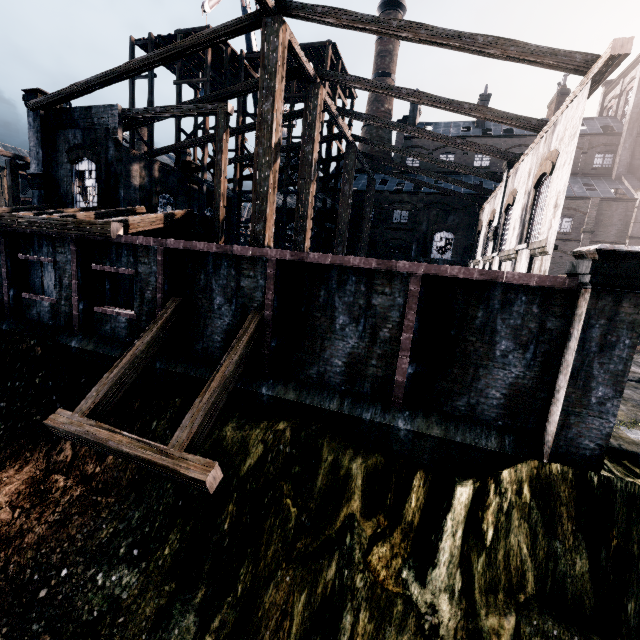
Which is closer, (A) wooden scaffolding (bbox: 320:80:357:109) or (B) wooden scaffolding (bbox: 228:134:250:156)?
(A) wooden scaffolding (bbox: 320:80:357:109)

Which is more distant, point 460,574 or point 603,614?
point 460,574

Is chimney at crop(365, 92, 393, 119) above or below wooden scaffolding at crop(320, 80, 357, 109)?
above

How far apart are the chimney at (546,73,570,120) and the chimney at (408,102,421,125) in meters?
16.8

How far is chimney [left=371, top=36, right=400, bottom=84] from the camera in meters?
47.2 m

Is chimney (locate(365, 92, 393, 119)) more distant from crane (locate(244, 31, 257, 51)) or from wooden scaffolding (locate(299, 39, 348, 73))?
wooden scaffolding (locate(299, 39, 348, 73))

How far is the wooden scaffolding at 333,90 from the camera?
28.5m

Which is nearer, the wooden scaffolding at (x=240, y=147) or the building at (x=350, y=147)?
the building at (x=350, y=147)
